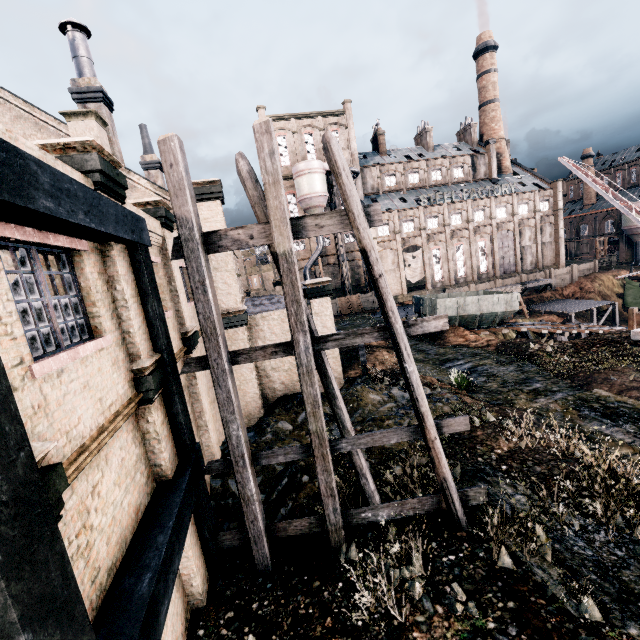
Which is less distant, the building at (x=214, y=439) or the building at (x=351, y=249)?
the building at (x=214, y=439)

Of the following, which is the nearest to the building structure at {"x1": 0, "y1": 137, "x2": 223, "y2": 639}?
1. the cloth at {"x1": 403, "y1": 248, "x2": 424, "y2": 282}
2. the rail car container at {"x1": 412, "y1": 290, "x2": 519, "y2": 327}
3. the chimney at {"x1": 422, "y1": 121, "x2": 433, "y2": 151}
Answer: the rail car container at {"x1": 412, "y1": 290, "x2": 519, "y2": 327}

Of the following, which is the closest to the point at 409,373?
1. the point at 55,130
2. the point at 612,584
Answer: the point at 612,584

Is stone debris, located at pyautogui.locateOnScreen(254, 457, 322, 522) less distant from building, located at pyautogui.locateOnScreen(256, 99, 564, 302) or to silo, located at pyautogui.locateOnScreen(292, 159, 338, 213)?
silo, located at pyautogui.locateOnScreen(292, 159, 338, 213)

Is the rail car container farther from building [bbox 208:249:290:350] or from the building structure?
the building structure

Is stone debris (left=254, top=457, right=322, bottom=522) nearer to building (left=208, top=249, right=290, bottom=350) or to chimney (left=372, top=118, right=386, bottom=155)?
building (left=208, top=249, right=290, bottom=350)

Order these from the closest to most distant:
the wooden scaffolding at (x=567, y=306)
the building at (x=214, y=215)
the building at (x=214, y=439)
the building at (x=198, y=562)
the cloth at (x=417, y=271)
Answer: the building at (x=198, y=562)
the building at (x=214, y=439)
the building at (x=214, y=215)
the wooden scaffolding at (x=567, y=306)
the cloth at (x=417, y=271)

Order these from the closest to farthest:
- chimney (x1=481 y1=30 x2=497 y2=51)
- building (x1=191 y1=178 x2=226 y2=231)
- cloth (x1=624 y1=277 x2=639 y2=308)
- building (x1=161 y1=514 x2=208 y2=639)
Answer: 1. building (x1=161 y1=514 x2=208 y2=639)
2. building (x1=191 y1=178 x2=226 y2=231)
3. cloth (x1=624 y1=277 x2=639 y2=308)
4. chimney (x1=481 y1=30 x2=497 y2=51)
